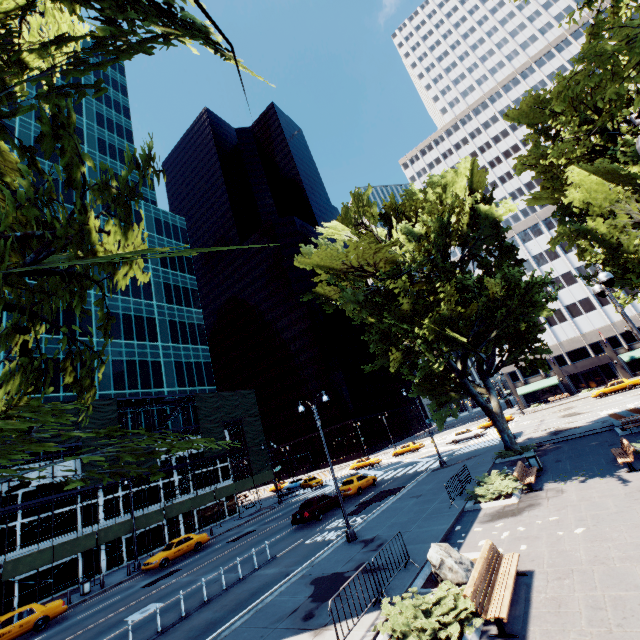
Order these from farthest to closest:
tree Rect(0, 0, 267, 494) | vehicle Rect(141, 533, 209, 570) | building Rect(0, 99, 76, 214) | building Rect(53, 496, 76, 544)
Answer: building Rect(0, 99, 76, 214)
building Rect(53, 496, 76, 544)
vehicle Rect(141, 533, 209, 570)
tree Rect(0, 0, 267, 494)

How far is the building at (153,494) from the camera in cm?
3503

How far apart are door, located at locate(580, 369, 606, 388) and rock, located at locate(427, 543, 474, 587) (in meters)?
60.97

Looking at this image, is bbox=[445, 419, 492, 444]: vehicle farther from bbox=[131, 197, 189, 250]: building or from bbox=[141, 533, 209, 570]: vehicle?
bbox=[141, 533, 209, 570]: vehicle

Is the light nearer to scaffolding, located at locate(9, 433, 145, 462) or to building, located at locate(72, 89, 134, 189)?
scaffolding, located at locate(9, 433, 145, 462)

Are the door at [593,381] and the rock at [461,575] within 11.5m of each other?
no

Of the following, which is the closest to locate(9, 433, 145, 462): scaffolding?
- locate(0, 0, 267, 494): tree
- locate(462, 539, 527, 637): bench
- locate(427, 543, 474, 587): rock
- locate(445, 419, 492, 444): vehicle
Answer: locate(0, 0, 267, 494): tree

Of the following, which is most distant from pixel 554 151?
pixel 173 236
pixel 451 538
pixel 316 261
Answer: pixel 173 236
